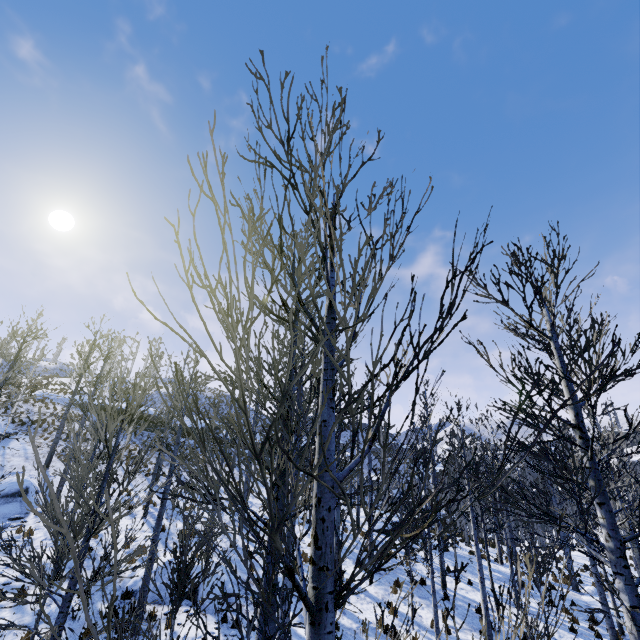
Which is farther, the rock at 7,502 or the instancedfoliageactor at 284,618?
the rock at 7,502

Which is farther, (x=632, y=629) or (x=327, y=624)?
(x=632, y=629)

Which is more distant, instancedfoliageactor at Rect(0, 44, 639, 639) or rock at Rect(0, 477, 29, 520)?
rock at Rect(0, 477, 29, 520)
